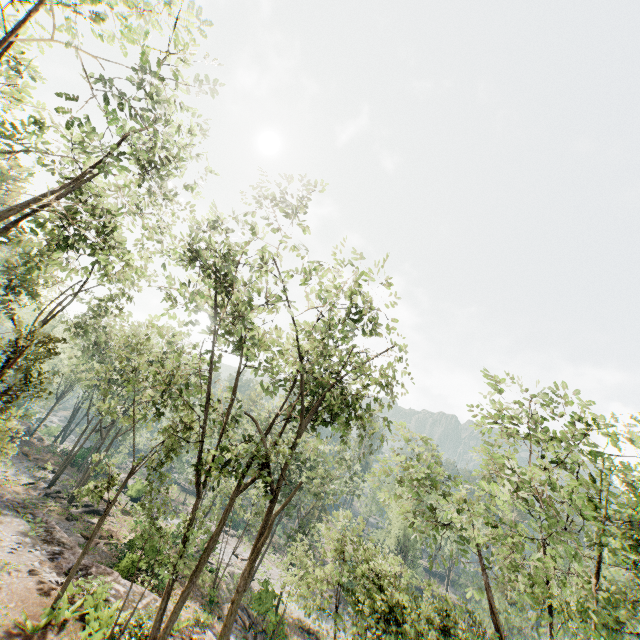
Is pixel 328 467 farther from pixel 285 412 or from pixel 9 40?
pixel 9 40

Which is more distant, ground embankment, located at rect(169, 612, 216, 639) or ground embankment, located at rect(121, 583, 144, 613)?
ground embankment, located at rect(121, 583, 144, 613)

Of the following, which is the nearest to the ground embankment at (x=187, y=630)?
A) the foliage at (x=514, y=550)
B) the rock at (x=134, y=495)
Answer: the rock at (x=134, y=495)

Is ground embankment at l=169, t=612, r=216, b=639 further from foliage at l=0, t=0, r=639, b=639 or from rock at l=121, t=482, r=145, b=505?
foliage at l=0, t=0, r=639, b=639

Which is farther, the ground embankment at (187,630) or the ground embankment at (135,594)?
the ground embankment at (135,594)

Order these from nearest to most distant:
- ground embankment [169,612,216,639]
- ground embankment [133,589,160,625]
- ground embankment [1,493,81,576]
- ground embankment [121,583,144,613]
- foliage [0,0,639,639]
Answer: foliage [0,0,639,639] → ground embankment [133,589,160,625] → ground embankment [169,612,216,639] → ground embankment [121,583,144,613] → ground embankment [1,493,81,576]

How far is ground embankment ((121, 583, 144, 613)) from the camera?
15.8 meters
